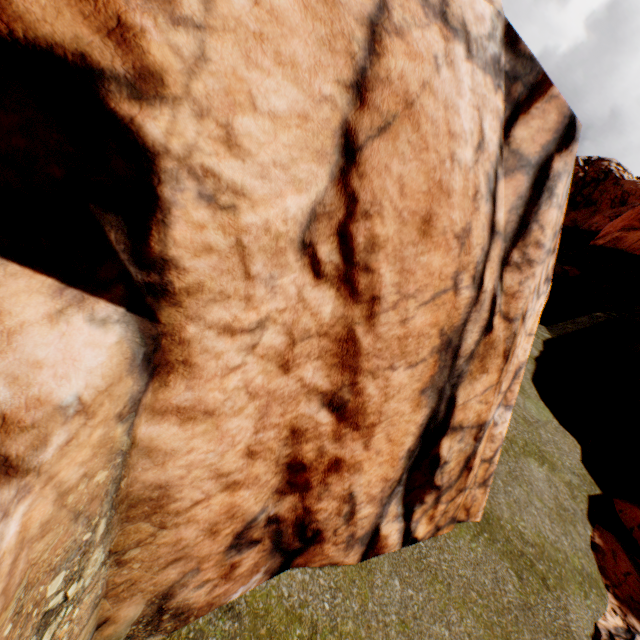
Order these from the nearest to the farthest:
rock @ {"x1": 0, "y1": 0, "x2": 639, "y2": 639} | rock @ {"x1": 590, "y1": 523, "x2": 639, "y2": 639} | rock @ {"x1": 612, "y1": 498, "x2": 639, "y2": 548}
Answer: rock @ {"x1": 0, "y1": 0, "x2": 639, "y2": 639} → rock @ {"x1": 590, "y1": 523, "x2": 639, "y2": 639} → rock @ {"x1": 612, "y1": 498, "x2": 639, "y2": 548}

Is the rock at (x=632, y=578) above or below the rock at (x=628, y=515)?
below

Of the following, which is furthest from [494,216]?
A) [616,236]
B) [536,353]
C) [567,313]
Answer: [616,236]

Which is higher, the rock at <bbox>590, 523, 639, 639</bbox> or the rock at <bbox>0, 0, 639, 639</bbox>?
the rock at <bbox>0, 0, 639, 639</bbox>

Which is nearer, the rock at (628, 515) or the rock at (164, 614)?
the rock at (164, 614)

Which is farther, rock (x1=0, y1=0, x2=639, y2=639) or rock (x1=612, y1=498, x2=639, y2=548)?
rock (x1=612, y1=498, x2=639, y2=548)
